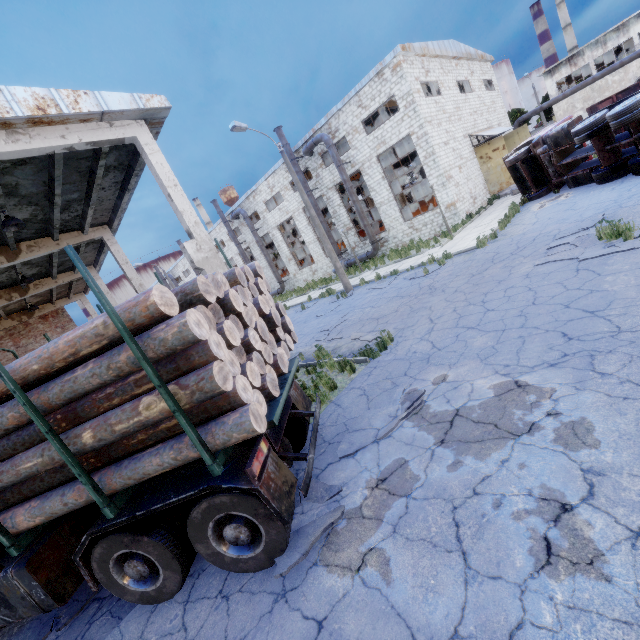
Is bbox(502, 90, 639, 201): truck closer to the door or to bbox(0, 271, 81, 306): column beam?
the door

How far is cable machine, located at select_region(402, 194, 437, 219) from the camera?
24.7m

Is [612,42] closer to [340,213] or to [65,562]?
[340,213]

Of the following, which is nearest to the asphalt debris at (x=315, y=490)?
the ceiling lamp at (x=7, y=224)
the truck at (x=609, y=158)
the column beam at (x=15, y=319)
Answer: the ceiling lamp at (x=7, y=224)

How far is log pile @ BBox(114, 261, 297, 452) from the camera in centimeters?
304cm

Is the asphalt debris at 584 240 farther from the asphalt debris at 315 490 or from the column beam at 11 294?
the column beam at 11 294

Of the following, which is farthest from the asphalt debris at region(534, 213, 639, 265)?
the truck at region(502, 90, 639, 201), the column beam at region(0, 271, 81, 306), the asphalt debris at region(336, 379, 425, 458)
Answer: the column beam at region(0, 271, 81, 306)

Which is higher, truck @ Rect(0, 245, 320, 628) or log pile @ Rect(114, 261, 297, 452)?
log pile @ Rect(114, 261, 297, 452)
